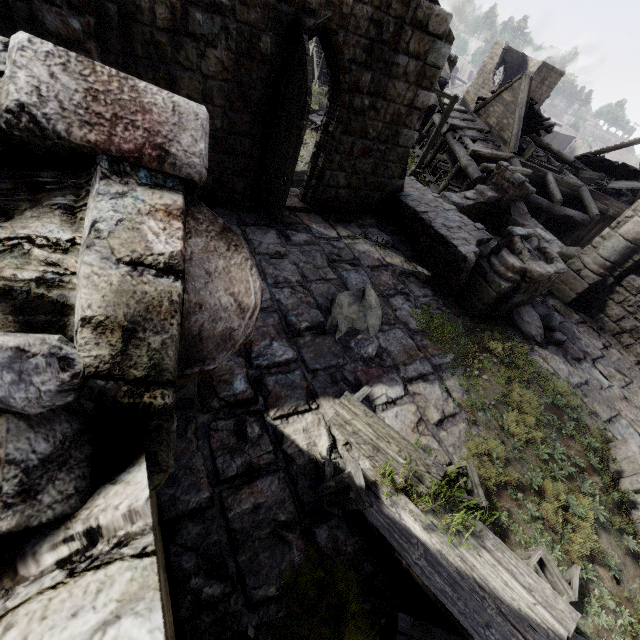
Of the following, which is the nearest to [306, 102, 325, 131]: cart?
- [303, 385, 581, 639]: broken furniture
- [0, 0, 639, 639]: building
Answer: [0, 0, 639, 639]: building

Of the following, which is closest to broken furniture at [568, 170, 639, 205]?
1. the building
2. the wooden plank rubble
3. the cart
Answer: the building

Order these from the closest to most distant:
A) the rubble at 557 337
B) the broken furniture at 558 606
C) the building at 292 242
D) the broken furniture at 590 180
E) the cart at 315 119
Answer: the building at 292 242 < the broken furniture at 558 606 < the rubble at 557 337 < the broken furniture at 590 180 < the cart at 315 119

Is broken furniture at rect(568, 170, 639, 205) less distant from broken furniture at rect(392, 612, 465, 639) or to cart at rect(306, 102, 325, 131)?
cart at rect(306, 102, 325, 131)

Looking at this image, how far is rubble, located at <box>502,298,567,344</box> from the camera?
8.8 meters

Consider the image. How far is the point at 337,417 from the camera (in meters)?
5.15

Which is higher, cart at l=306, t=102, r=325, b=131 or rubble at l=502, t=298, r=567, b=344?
rubble at l=502, t=298, r=567, b=344

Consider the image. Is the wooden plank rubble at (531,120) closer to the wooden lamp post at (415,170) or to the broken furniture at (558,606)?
Result: the wooden lamp post at (415,170)
